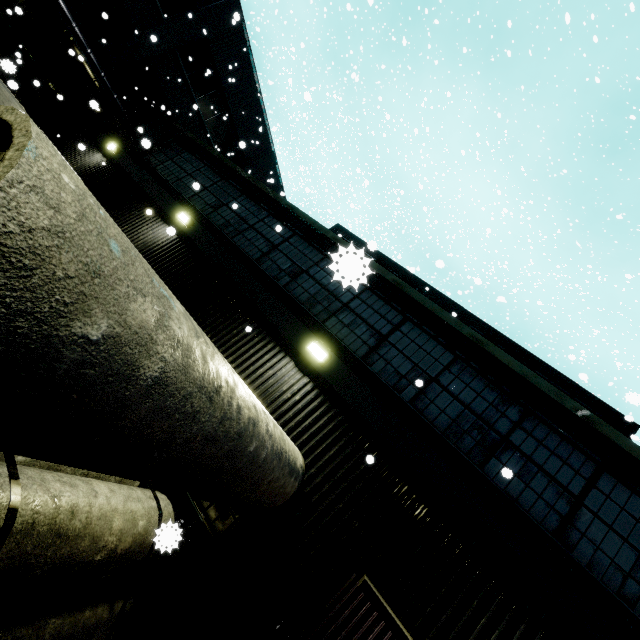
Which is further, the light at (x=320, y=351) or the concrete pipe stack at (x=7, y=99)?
the light at (x=320, y=351)

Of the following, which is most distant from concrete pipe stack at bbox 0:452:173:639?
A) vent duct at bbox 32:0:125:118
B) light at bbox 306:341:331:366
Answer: light at bbox 306:341:331:366

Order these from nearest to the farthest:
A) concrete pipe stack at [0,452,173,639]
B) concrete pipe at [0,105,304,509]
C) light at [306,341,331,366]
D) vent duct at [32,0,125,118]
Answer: concrete pipe at [0,105,304,509]
concrete pipe stack at [0,452,173,639]
light at [306,341,331,366]
vent duct at [32,0,125,118]

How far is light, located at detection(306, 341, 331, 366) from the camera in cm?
619

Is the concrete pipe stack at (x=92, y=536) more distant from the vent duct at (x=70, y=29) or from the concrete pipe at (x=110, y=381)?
the vent duct at (x=70, y=29)

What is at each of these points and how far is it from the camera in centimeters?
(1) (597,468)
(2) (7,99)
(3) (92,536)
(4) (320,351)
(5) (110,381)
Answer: (1) building, 496cm
(2) concrete pipe stack, 569cm
(3) concrete pipe stack, 342cm
(4) light, 625cm
(5) concrete pipe, 131cm

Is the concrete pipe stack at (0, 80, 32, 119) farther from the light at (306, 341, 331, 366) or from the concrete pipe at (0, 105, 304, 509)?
the light at (306, 341, 331, 366)

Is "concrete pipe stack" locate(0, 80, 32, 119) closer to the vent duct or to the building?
the building
